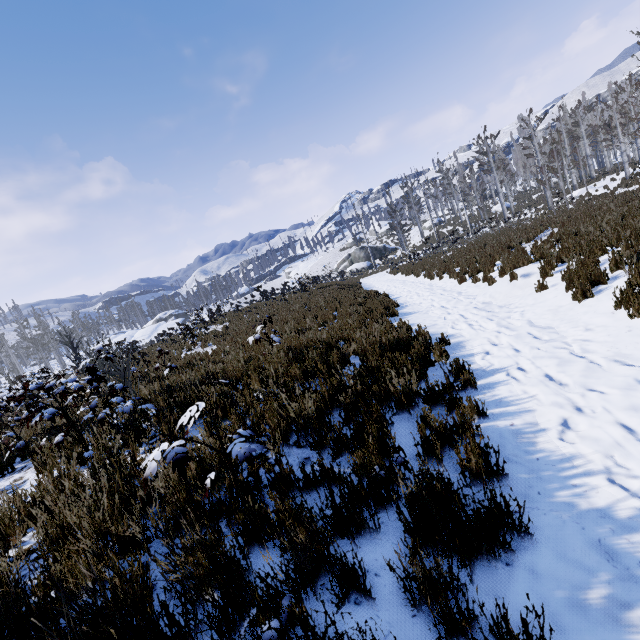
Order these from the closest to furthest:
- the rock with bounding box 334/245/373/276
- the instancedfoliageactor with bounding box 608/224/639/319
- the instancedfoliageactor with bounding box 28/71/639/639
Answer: the instancedfoliageactor with bounding box 28/71/639/639
the instancedfoliageactor with bounding box 608/224/639/319
the rock with bounding box 334/245/373/276

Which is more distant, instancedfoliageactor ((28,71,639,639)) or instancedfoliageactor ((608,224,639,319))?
instancedfoliageactor ((608,224,639,319))

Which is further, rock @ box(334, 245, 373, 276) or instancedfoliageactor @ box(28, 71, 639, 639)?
rock @ box(334, 245, 373, 276)

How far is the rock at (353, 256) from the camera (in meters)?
46.69

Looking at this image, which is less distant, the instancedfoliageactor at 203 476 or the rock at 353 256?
the instancedfoliageactor at 203 476

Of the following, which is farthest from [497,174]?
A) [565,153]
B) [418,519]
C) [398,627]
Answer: [398,627]

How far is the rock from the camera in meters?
46.7
